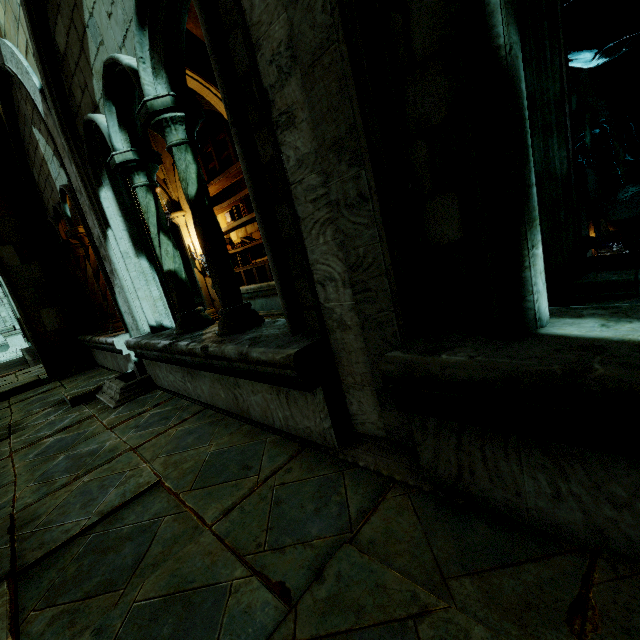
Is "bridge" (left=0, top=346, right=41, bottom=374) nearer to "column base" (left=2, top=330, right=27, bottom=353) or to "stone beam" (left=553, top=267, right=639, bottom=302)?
"column base" (left=2, top=330, right=27, bottom=353)

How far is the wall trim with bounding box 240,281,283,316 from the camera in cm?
775

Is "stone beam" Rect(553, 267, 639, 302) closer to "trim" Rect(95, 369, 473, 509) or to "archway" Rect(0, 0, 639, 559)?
"archway" Rect(0, 0, 639, 559)

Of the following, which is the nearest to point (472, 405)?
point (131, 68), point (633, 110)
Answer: point (131, 68)

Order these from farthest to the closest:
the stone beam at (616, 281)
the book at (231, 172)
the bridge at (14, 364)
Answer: the bridge at (14, 364), the book at (231, 172), the stone beam at (616, 281)

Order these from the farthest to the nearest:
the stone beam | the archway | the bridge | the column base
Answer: the column base → the bridge → the stone beam → the archway

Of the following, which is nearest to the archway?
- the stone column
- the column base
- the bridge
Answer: the stone column

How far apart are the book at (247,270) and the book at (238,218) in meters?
0.1 m
